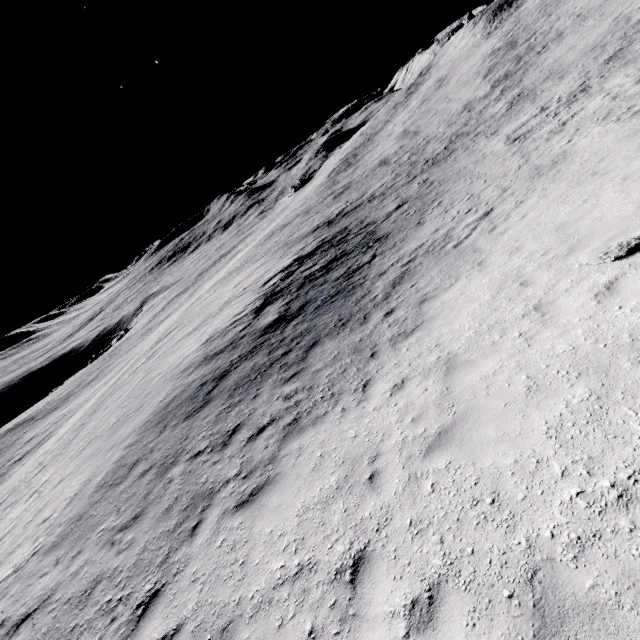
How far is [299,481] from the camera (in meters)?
6.32
